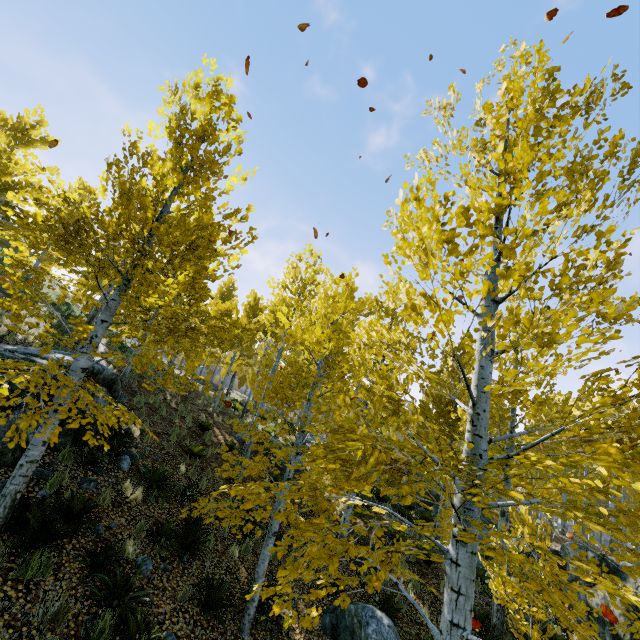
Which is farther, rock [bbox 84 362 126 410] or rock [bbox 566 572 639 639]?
rock [bbox 566 572 639 639]

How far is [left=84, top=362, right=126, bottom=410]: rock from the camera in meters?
8.3 m

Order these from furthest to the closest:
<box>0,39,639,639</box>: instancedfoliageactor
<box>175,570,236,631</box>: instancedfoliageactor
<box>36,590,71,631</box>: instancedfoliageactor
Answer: Result:
<box>175,570,236,631</box>: instancedfoliageactor
<box>36,590,71,631</box>: instancedfoliageactor
<box>0,39,639,639</box>: instancedfoliageactor

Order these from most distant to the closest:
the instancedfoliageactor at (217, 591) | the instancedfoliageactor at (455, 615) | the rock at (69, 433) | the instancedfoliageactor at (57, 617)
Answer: the rock at (69, 433) < the instancedfoliageactor at (217, 591) < the instancedfoliageactor at (57, 617) < the instancedfoliageactor at (455, 615)

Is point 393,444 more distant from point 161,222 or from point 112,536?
point 112,536

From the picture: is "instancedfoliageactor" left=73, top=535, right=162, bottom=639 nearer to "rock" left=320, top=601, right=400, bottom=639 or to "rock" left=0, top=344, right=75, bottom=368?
"rock" left=0, top=344, right=75, bottom=368

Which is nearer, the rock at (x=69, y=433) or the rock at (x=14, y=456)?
the rock at (x=14, y=456)
